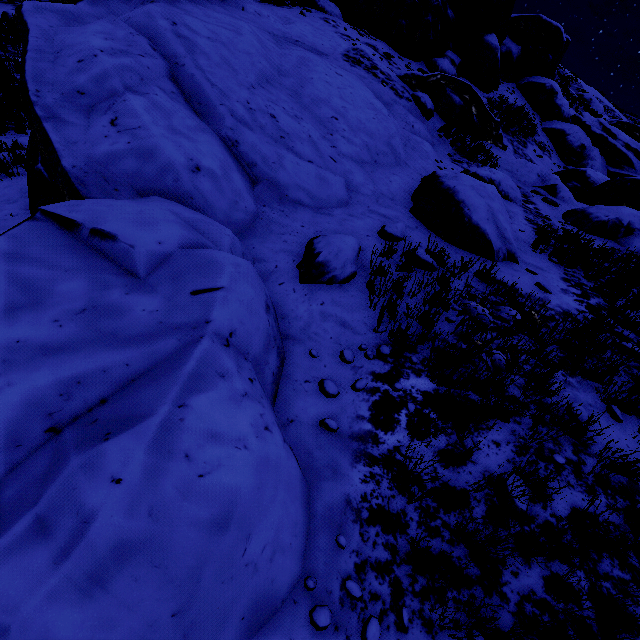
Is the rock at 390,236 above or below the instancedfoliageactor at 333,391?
above

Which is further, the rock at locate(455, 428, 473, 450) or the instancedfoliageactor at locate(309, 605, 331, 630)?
the rock at locate(455, 428, 473, 450)

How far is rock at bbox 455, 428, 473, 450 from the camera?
2.8m

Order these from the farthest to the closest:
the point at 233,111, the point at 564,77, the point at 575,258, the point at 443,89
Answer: the point at 564,77, the point at 443,89, the point at 575,258, the point at 233,111

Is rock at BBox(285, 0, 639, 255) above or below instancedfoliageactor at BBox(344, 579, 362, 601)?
above

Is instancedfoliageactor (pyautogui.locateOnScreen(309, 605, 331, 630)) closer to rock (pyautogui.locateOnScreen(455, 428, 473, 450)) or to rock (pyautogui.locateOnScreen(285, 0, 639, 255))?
rock (pyautogui.locateOnScreen(285, 0, 639, 255))

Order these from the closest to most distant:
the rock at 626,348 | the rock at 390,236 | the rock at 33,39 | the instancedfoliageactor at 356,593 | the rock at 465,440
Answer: the rock at 33,39, the instancedfoliageactor at 356,593, the rock at 465,440, the rock at 626,348, the rock at 390,236
